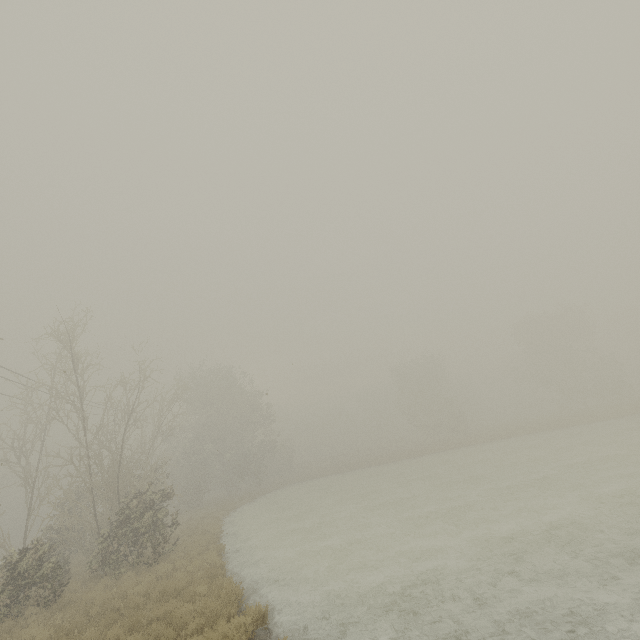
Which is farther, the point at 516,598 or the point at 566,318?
the point at 566,318
